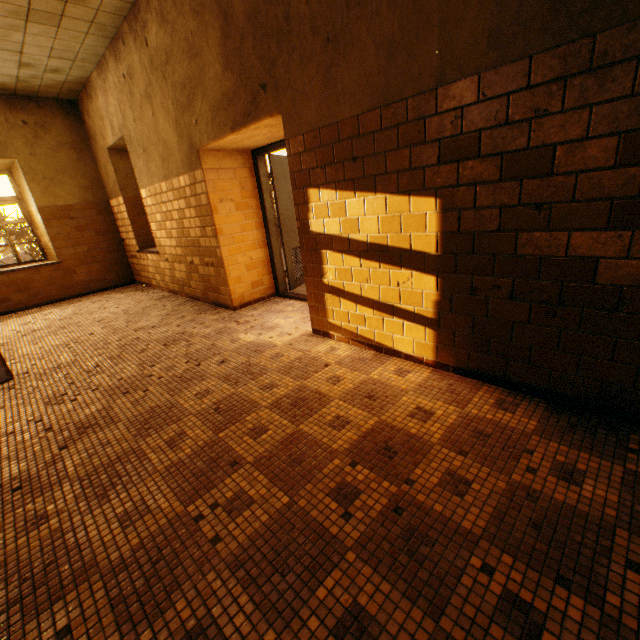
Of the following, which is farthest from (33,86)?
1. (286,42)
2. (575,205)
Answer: (575,205)

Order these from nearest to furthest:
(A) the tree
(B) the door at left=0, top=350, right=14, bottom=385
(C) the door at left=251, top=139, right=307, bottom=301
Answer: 1. (B) the door at left=0, top=350, right=14, bottom=385
2. (C) the door at left=251, top=139, right=307, bottom=301
3. (A) the tree

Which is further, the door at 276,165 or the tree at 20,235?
the tree at 20,235

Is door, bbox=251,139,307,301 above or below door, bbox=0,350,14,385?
above

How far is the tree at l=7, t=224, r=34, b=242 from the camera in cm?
1107

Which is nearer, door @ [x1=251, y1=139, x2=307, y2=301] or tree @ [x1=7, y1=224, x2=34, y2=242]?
door @ [x1=251, y1=139, x2=307, y2=301]

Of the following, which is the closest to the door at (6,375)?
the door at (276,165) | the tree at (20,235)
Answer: the door at (276,165)

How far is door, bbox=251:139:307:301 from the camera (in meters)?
4.71
